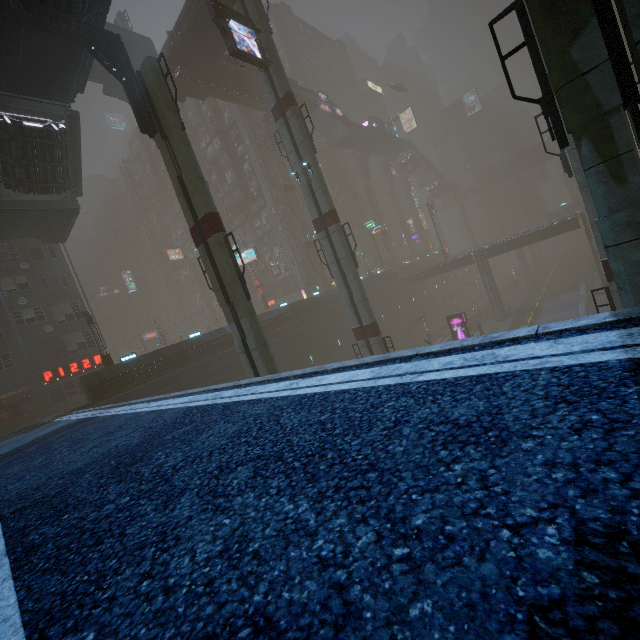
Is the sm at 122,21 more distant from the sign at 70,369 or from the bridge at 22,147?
the sign at 70,369

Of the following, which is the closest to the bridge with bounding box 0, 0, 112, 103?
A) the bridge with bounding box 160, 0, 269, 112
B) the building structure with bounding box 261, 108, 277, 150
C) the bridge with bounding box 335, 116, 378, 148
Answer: the bridge with bounding box 160, 0, 269, 112

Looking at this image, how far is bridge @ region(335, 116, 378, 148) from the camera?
55.2 meters

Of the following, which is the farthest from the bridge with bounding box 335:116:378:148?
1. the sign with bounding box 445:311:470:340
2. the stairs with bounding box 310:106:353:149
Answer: the sign with bounding box 445:311:470:340

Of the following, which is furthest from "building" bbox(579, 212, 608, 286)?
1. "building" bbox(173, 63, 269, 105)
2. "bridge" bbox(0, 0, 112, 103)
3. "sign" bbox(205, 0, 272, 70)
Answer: "building" bbox(173, 63, 269, 105)

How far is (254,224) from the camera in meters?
57.2 m

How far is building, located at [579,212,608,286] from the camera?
41.25m

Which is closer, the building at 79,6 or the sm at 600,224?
the sm at 600,224
